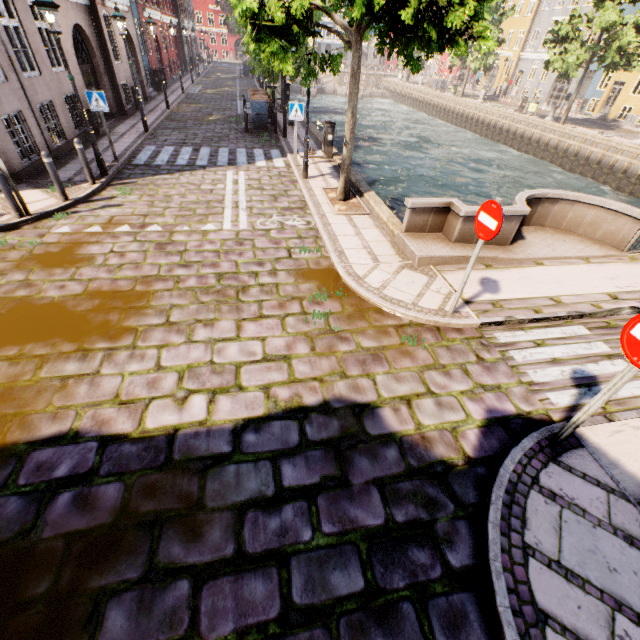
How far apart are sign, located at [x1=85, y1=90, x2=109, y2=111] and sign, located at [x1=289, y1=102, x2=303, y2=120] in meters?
5.4

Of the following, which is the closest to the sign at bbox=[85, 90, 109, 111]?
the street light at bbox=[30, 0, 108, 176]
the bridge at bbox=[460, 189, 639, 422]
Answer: the street light at bbox=[30, 0, 108, 176]

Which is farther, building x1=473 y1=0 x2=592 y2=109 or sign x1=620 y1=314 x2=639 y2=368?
building x1=473 y1=0 x2=592 y2=109

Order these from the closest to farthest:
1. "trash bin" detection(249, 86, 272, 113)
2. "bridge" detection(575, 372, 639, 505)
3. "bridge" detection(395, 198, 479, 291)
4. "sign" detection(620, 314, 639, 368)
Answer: "sign" detection(620, 314, 639, 368) < "bridge" detection(575, 372, 639, 505) < "bridge" detection(395, 198, 479, 291) < "trash bin" detection(249, 86, 272, 113)

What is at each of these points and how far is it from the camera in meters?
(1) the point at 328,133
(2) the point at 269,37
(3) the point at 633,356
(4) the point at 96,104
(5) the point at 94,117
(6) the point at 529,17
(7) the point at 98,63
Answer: (1) electrical box, 12.1
(2) tree, 6.2
(3) sign, 2.9
(4) sign, 9.4
(5) electrical box, 12.7
(6) building, 36.8
(7) building, 14.2

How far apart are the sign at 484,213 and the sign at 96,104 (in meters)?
10.94

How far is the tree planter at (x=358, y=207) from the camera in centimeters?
861cm

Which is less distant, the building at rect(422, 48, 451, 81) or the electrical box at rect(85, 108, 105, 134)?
the electrical box at rect(85, 108, 105, 134)
